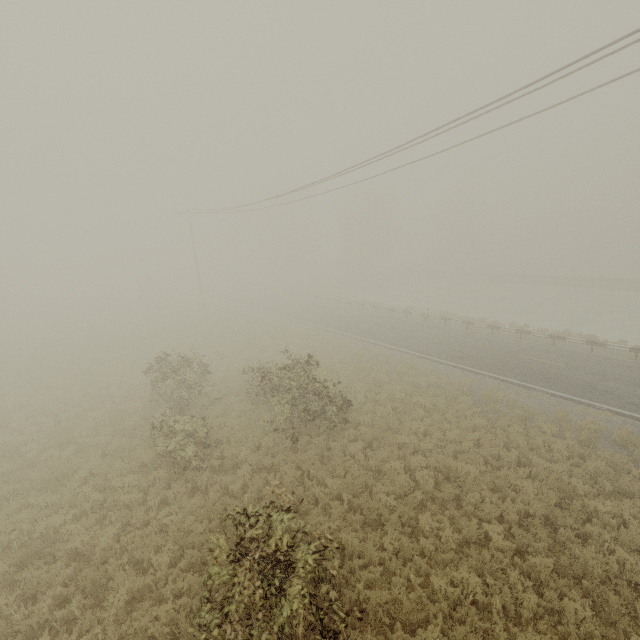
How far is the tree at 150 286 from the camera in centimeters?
5388cm

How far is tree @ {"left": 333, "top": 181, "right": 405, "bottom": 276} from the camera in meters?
53.9

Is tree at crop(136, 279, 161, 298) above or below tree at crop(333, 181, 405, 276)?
below

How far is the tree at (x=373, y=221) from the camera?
53.9 meters

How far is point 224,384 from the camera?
18.6 meters

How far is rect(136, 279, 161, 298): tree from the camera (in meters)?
53.88
